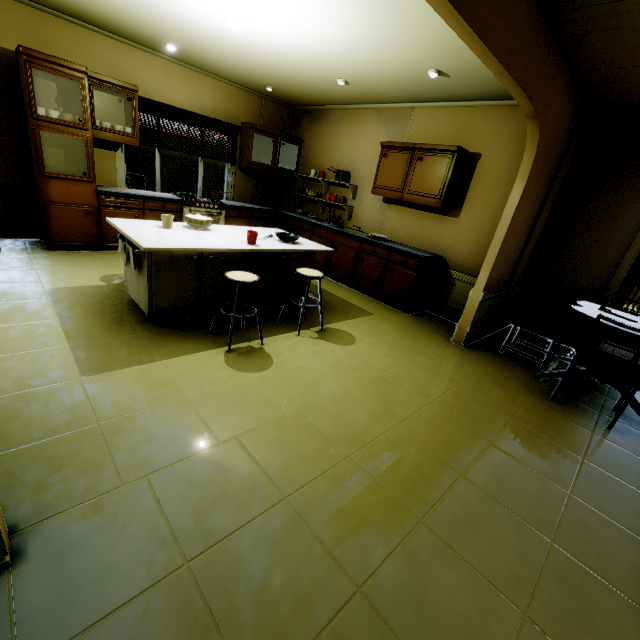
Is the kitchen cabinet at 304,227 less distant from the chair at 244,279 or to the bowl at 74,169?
the bowl at 74,169

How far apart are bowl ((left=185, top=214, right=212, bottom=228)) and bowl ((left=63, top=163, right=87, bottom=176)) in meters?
2.1

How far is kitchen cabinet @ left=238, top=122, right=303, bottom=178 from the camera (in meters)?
5.76

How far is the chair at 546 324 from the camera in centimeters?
361cm

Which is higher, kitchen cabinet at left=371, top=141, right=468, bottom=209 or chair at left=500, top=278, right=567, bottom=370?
kitchen cabinet at left=371, top=141, right=468, bottom=209

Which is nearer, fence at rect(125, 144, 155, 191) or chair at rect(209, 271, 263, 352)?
chair at rect(209, 271, 263, 352)

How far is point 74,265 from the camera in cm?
400

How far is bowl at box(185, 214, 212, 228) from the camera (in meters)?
3.32
